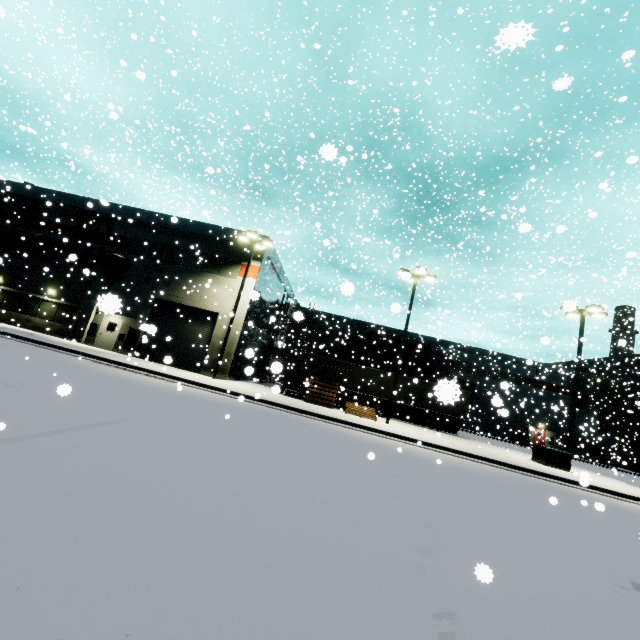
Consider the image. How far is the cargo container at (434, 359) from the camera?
32.3 meters

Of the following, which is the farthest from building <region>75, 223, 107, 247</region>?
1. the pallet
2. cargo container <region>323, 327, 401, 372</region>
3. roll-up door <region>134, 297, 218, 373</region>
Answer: cargo container <region>323, 327, 401, 372</region>

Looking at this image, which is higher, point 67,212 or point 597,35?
point 597,35

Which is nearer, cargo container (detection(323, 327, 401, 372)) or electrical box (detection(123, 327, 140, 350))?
electrical box (detection(123, 327, 140, 350))

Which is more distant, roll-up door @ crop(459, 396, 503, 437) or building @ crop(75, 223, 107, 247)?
roll-up door @ crop(459, 396, 503, 437)

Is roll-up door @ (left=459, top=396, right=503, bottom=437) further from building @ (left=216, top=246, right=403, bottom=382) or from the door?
the door

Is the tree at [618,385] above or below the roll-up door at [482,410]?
above

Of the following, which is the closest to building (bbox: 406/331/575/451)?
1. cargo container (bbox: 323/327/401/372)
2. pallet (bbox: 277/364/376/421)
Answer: pallet (bbox: 277/364/376/421)
